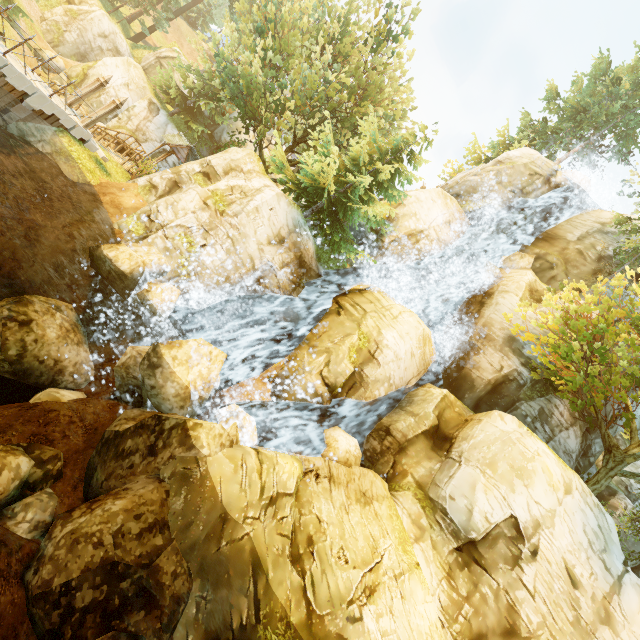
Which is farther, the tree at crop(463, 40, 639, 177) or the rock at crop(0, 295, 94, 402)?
the tree at crop(463, 40, 639, 177)

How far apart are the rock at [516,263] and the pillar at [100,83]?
24.6m

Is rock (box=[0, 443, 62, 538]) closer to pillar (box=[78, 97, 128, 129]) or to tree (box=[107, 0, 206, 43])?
tree (box=[107, 0, 206, 43])

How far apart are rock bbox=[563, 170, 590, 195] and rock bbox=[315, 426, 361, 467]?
25.6 meters

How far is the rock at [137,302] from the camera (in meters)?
11.91

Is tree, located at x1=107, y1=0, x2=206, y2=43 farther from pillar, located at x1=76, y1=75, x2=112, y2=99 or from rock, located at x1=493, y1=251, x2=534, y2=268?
pillar, located at x1=76, y1=75, x2=112, y2=99

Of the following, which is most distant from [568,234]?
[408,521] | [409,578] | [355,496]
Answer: [409,578]

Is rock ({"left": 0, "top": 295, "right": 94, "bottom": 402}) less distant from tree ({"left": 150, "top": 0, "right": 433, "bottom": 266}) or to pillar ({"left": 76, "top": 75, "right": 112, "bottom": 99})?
tree ({"left": 150, "top": 0, "right": 433, "bottom": 266})
